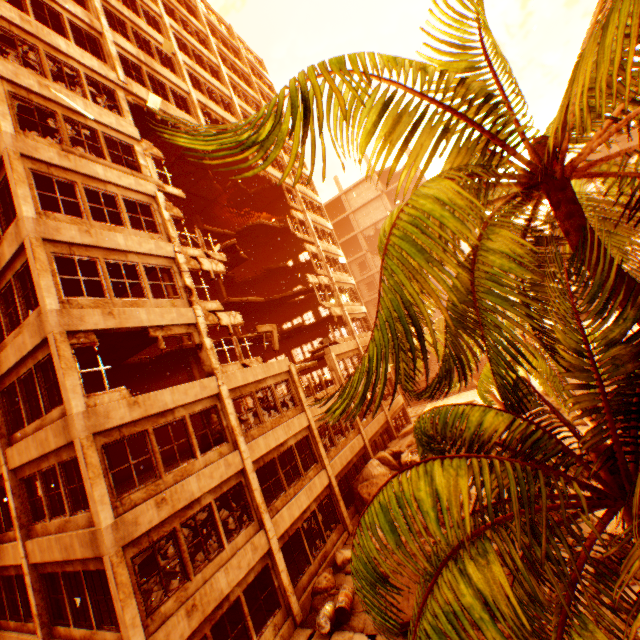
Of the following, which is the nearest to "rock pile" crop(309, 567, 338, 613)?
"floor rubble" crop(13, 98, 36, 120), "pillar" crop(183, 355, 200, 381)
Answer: "floor rubble" crop(13, 98, 36, 120)

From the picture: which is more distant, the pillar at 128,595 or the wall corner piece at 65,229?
the wall corner piece at 65,229

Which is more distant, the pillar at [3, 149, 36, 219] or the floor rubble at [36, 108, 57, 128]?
the floor rubble at [36, 108, 57, 128]

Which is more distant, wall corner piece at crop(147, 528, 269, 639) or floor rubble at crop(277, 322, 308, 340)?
floor rubble at crop(277, 322, 308, 340)

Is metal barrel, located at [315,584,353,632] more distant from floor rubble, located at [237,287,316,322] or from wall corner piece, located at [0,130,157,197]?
floor rubble, located at [237,287,316,322]

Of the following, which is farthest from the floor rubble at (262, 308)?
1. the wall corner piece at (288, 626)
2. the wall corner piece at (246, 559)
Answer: the wall corner piece at (288, 626)

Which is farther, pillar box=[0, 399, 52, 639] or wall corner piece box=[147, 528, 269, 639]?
pillar box=[0, 399, 52, 639]

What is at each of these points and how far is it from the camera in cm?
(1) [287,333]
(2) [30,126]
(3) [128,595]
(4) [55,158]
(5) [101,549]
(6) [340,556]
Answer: (1) floor rubble, 2714
(2) floor rubble, 1246
(3) pillar, 799
(4) wall corner piece, 1091
(5) wall corner piece, 813
(6) rock pile, 1389
